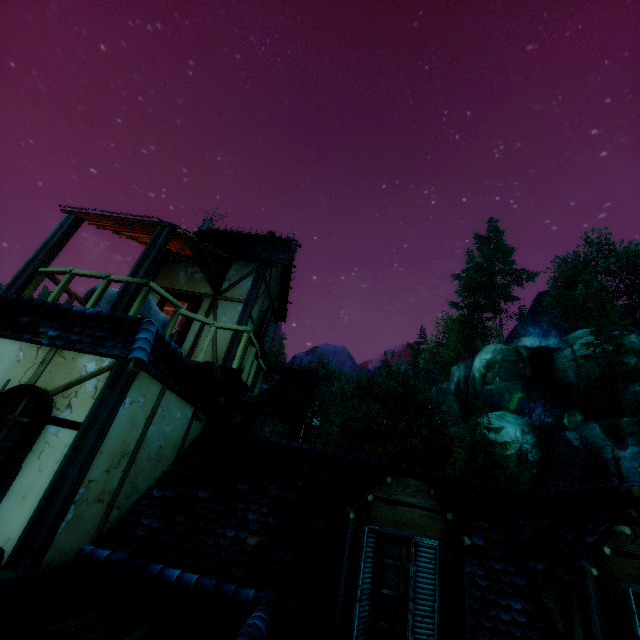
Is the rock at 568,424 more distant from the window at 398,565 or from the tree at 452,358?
the window at 398,565

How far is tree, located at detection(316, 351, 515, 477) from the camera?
29.33m

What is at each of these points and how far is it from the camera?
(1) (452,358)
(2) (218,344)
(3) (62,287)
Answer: (1) tree, 59.34m
(2) building, 8.66m
(3) rail, 5.91m

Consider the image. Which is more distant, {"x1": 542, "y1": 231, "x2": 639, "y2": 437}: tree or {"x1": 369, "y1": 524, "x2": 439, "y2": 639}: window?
{"x1": 542, "y1": 231, "x2": 639, "y2": 437}: tree

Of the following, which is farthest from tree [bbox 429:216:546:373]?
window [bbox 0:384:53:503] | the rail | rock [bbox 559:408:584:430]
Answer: window [bbox 0:384:53:503]

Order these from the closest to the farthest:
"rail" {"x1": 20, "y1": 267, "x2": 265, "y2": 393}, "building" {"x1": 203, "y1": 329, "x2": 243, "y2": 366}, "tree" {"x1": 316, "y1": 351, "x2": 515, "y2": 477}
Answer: "rail" {"x1": 20, "y1": 267, "x2": 265, "y2": 393} → "building" {"x1": 203, "y1": 329, "x2": 243, "y2": 366} → "tree" {"x1": 316, "y1": 351, "x2": 515, "y2": 477}

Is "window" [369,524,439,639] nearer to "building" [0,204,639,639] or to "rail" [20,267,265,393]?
"building" [0,204,639,639]

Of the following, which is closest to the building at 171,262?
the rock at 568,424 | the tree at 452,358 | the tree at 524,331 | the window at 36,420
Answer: the window at 36,420
